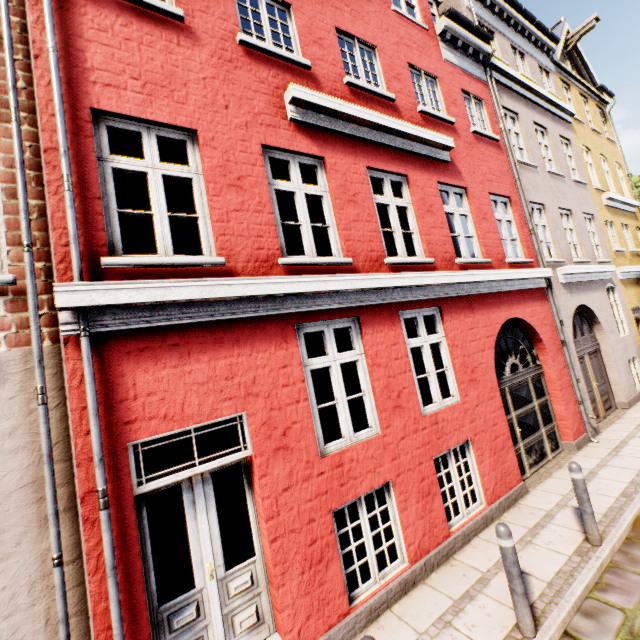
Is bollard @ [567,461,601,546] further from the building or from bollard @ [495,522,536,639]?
bollard @ [495,522,536,639]

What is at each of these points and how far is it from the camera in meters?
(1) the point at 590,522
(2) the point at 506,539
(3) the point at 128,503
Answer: (1) bollard, 4.5
(2) bollard, 3.5
(3) building, 3.0

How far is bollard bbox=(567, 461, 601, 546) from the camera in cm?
450

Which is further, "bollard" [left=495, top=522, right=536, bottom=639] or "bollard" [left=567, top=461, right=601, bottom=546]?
"bollard" [left=567, top=461, right=601, bottom=546]

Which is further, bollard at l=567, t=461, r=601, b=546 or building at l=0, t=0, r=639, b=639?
bollard at l=567, t=461, r=601, b=546

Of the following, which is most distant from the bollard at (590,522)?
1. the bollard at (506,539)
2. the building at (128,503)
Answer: the bollard at (506,539)

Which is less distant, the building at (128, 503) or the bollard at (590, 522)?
the building at (128, 503)

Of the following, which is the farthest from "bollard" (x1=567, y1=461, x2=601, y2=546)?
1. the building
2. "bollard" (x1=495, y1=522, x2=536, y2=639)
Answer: "bollard" (x1=495, y1=522, x2=536, y2=639)
